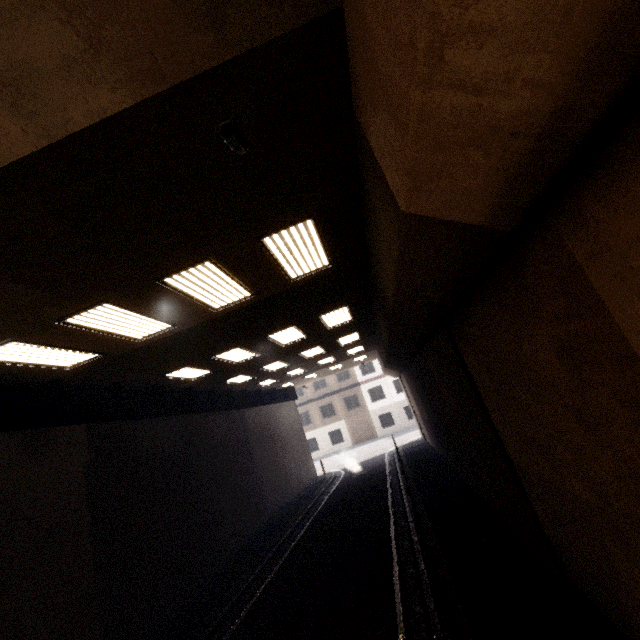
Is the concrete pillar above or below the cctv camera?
below

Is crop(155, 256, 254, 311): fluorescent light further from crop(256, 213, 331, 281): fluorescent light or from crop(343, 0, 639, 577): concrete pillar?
crop(343, 0, 639, 577): concrete pillar

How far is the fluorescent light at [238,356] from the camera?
10.6m

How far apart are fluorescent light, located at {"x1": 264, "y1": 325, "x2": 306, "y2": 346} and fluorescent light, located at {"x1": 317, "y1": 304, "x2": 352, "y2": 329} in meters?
0.8

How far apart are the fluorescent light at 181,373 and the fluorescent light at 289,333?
2.9 meters

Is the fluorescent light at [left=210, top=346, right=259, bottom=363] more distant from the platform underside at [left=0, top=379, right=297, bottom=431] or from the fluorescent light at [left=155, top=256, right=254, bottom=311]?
the fluorescent light at [left=155, top=256, right=254, bottom=311]

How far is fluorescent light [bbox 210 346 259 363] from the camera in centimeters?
1058cm

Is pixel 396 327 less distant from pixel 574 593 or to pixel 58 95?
pixel 574 593
